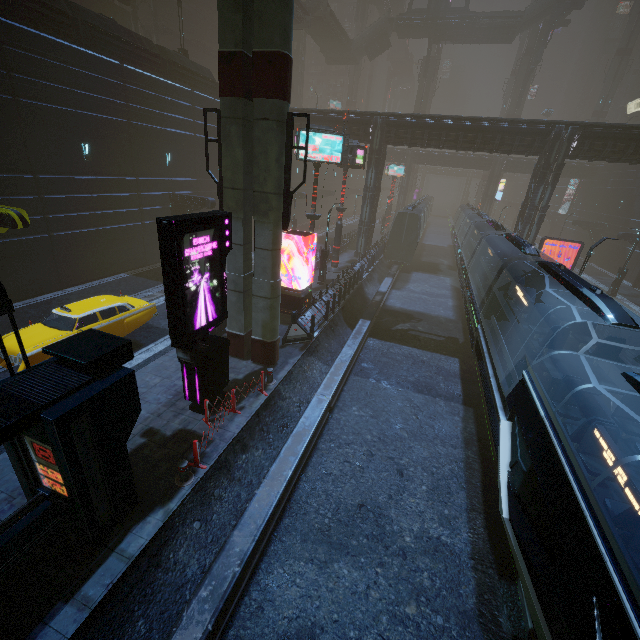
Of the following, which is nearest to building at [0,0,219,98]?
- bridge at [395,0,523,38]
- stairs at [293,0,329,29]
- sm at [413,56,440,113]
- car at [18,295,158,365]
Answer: bridge at [395,0,523,38]

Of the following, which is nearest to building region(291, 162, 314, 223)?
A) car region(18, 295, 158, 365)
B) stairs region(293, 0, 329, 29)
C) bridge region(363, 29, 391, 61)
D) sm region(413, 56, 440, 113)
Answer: sm region(413, 56, 440, 113)

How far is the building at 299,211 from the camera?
39.0 meters

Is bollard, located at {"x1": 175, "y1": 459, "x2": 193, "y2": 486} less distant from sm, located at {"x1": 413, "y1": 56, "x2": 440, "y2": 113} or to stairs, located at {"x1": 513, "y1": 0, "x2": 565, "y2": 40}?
sm, located at {"x1": 413, "y1": 56, "x2": 440, "y2": 113}

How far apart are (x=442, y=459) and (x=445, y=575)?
3.69m

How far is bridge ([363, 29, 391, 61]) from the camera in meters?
52.1

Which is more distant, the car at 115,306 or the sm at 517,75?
the sm at 517,75

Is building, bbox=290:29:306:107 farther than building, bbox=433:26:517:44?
Yes
